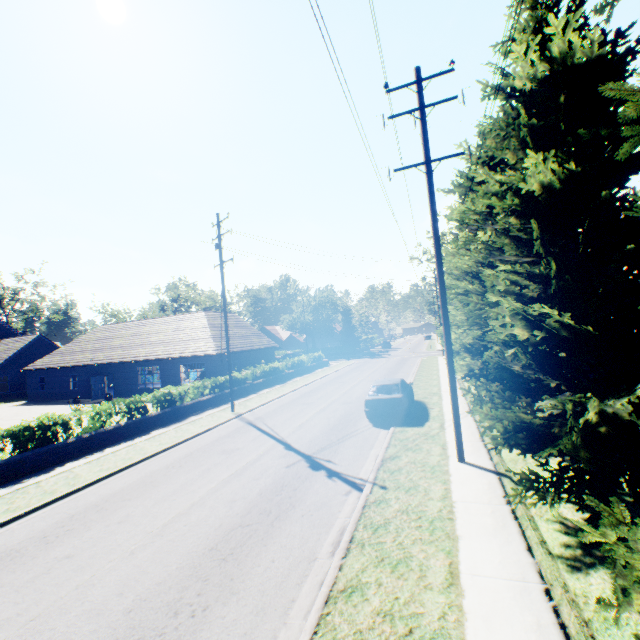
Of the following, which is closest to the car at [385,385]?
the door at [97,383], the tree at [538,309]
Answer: the tree at [538,309]

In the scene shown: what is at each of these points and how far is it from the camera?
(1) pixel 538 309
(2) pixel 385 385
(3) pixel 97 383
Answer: (1) tree, 5.9m
(2) car, 14.9m
(3) door, 30.7m

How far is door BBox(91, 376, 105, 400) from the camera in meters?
30.4 m

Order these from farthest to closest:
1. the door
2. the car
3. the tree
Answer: the door → the car → the tree

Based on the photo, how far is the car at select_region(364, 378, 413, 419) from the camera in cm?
1379

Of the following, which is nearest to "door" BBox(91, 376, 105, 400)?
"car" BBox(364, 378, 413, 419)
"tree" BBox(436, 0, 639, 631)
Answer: "tree" BBox(436, 0, 639, 631)
